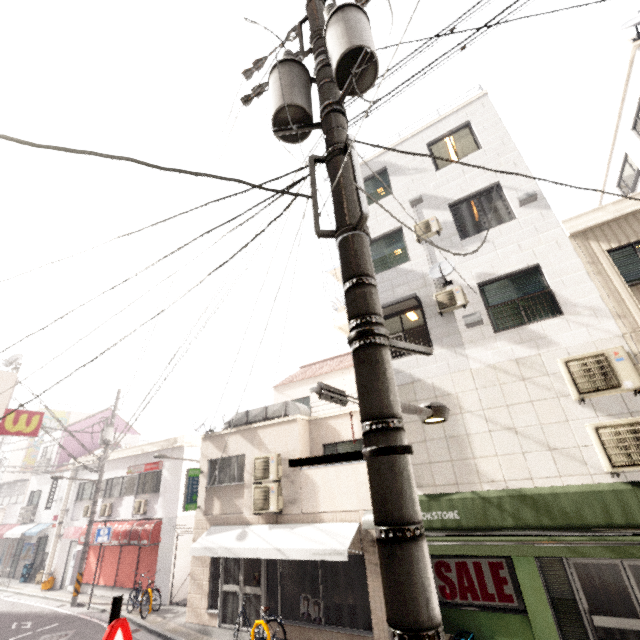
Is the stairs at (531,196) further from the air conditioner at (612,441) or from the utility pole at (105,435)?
the utility pole at (105,435)

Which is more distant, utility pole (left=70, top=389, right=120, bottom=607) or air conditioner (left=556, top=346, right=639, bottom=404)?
utility pole (left=70, top=389, right=120, bottom=607)

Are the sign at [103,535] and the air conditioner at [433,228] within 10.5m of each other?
no

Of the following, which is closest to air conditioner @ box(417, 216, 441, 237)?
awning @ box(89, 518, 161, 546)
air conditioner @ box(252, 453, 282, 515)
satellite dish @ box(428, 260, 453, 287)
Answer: satellite dish @ box(428, 260, 453, 287)

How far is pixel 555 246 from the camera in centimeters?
796cm

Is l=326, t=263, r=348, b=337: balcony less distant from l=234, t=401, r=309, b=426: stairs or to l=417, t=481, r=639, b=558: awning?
l=234, t=401, r=309, b=426: stairs

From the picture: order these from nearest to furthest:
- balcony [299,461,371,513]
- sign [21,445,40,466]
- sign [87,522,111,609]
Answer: balcony [299,461,371,513] → sign [87,522,111,609] → sign [21,445,40,466]

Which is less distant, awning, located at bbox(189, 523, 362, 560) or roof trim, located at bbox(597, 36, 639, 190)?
awning, located at bbox(189, 523, 362, 560)
